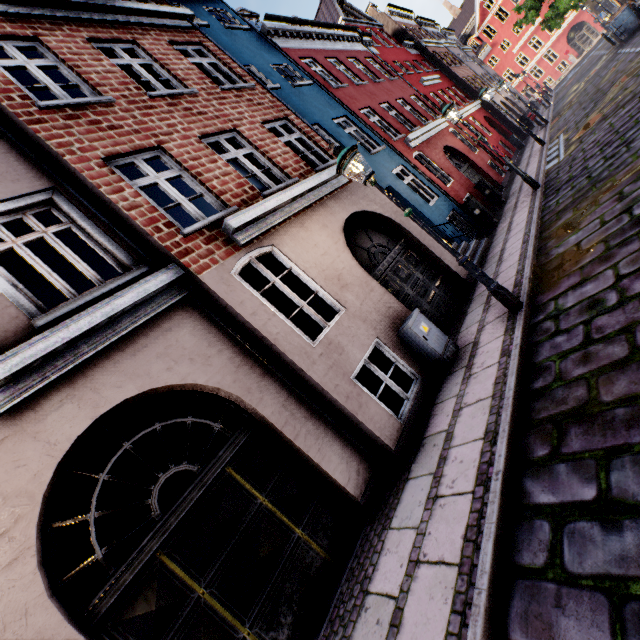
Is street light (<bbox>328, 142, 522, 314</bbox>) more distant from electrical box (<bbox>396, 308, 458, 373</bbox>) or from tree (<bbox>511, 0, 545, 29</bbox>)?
electrical box (<bbox>396, 308, 458, 373</bbox>)

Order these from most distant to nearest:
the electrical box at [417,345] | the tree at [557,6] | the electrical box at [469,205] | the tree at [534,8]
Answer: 1. the tree at [534,8]
2. the tree at [557,6]
3. the electrical box at [469,205]
4. the electrical box at [417,345]

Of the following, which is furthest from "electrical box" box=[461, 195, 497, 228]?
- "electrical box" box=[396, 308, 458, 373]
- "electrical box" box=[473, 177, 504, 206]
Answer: → "electrical box" box=[396, 308, 458, 373]

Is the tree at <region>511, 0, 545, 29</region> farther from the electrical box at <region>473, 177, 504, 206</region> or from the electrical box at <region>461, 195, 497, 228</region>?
the electrical box at <region>473, 177, 504, 206</region>

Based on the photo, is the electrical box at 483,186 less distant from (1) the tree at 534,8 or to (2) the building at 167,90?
(2) the building at 167,90

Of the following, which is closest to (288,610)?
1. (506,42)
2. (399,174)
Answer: (399,174)

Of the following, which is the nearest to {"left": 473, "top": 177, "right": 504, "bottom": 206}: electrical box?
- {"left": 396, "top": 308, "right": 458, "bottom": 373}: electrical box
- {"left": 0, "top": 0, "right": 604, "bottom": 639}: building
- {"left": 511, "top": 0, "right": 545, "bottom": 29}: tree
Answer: {"left": 0, "top": 0, "right": 604, "bottom": 639}: building

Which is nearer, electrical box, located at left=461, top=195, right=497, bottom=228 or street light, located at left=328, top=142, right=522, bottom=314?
street light, located at left=328, top=142, right=522, bottom=314
